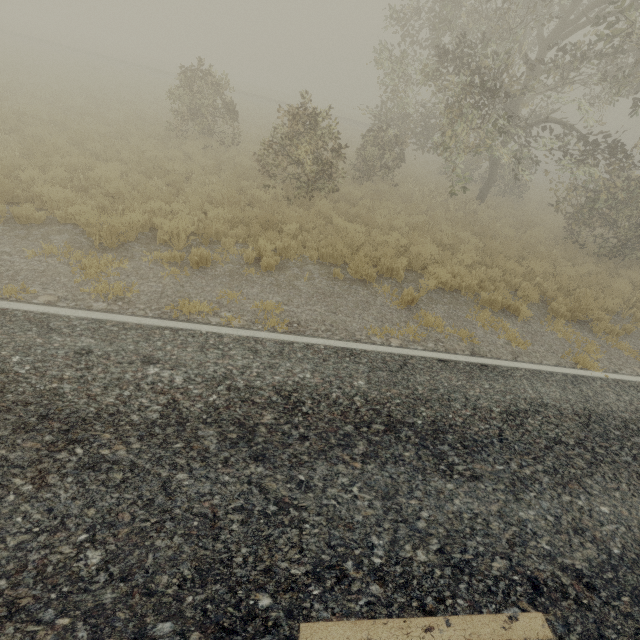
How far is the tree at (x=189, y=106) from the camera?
13.15m

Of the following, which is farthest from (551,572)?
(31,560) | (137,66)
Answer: (137,66)

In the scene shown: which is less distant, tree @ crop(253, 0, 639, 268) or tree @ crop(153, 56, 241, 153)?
tree @ crop(253, 0, 639, 268)

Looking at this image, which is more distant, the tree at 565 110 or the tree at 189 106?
the tree at 189 106

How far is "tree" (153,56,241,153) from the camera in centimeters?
1315cm
